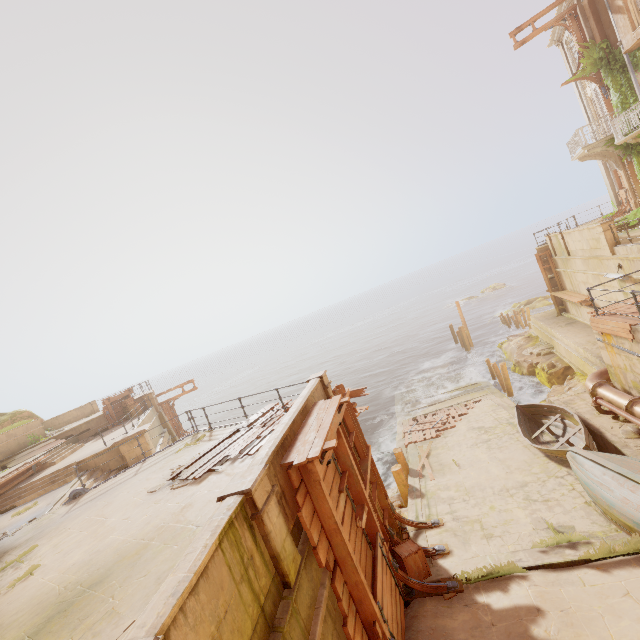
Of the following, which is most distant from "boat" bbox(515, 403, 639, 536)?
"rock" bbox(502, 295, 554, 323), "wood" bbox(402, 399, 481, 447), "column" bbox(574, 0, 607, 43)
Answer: "rock" bbox(502, 295, 554, 323)

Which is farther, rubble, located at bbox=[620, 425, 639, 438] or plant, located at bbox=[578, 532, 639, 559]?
rubble, located at bbox=[620, 425, 639, 438]

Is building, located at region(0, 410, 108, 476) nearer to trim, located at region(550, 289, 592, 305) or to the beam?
the beam

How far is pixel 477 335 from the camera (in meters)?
40.34

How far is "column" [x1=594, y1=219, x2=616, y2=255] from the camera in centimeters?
1419cm

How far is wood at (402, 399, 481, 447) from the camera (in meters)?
17.44

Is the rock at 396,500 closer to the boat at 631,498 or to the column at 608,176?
the boat at 631,498

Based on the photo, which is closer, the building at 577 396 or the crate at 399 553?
the crate at 399 553
